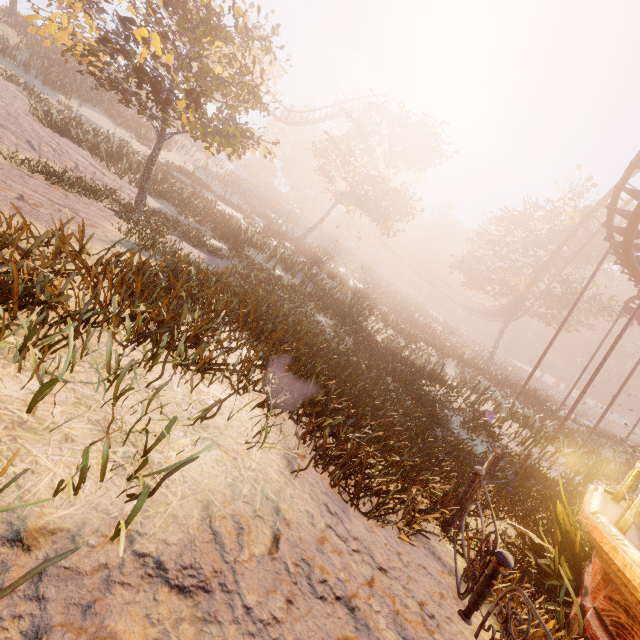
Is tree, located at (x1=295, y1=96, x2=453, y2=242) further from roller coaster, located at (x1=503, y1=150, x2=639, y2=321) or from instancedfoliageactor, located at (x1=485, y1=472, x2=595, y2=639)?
instancedfoliageactor, located at (x1=485, y1=472, x2=595, y2=639)

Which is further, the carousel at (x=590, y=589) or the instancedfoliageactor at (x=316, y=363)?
the carousel at (x=590, y=589)

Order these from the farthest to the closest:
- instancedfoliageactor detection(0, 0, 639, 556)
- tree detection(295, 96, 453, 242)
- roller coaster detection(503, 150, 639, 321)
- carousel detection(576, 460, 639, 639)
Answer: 1. tree detection(295, 96, 453, 242)
2. roller coaster detection(503, 150, 639, 321)
3. carousel detection(576, 460, 639, 639)
4. instancedfoliageactor detection(0, 0, 639, 556)

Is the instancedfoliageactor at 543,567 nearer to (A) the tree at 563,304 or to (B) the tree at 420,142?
(B) the tree at 420,142

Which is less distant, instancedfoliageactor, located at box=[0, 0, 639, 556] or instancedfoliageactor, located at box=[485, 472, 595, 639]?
instancedfoliageactor, located at box=[0, 0, 639, 556]

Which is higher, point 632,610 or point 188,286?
point 188,286

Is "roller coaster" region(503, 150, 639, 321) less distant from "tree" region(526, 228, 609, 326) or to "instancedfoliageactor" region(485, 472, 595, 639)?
"tree" region(526, 228, 609, 326)

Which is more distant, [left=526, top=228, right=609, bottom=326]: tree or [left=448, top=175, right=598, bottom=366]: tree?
[left=448, top=175, right=598, bottom=366]: tree
